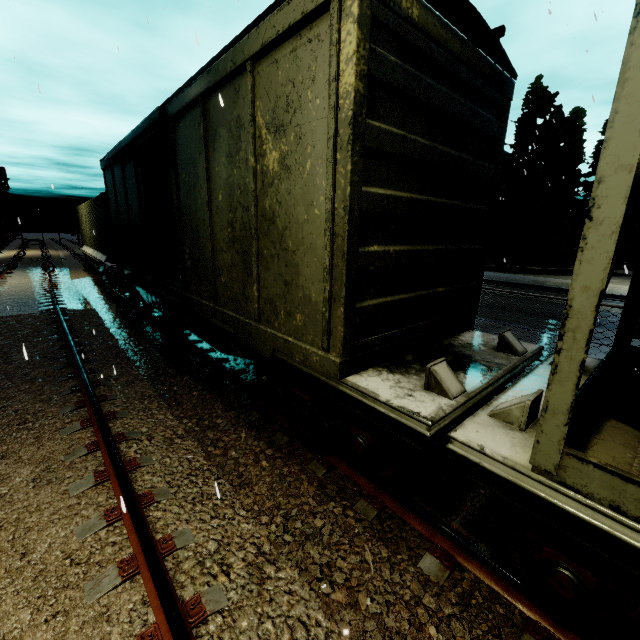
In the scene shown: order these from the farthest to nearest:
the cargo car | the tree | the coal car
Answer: the tree < the cargo car < the coal car

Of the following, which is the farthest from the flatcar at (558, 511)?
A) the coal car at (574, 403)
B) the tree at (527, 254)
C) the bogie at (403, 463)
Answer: the tree at (527, 254)

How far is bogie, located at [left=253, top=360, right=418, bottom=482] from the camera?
3.3m

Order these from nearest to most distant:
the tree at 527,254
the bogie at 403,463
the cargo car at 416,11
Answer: the cargo car at 416,11
the bogie at 403,463
the tree at 527,254

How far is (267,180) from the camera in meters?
3.6 m

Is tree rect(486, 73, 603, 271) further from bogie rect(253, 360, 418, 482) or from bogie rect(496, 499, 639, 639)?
bogie rect(496, 499, 639, 639)

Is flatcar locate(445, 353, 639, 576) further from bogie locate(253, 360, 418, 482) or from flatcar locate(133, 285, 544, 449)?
bogie locate(253, 360, 418, 482)

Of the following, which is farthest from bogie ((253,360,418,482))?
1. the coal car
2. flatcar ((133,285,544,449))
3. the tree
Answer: the tree
